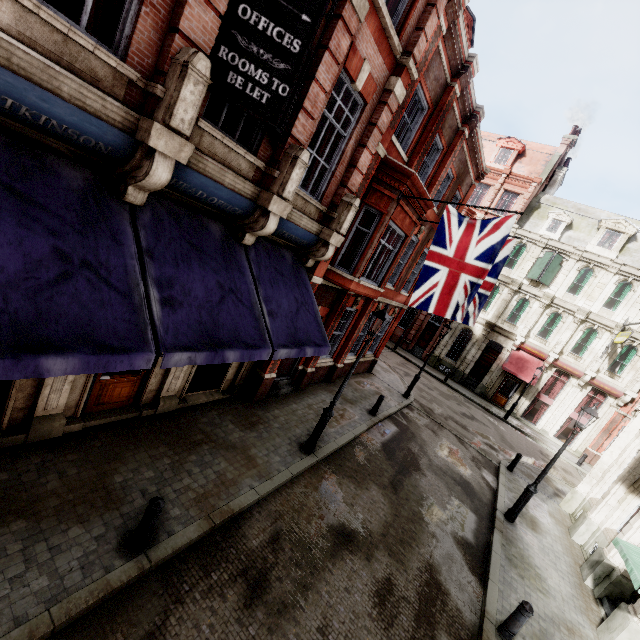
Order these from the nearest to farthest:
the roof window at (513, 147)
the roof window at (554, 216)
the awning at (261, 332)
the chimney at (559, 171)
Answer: the awning at (261, 332)
the roof window at (554, 216)
the chimney at (559, 171)
the roof window at (513, 147)

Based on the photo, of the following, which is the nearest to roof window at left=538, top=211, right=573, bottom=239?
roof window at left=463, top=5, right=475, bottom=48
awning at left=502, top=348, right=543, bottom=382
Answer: awning at left=502, top=348, right=543, bottom=382

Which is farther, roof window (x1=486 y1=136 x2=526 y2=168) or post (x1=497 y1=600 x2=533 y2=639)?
roof window (x1=486 y1=136 x2=526 y2=168)

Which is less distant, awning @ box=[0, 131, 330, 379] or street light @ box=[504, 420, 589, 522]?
awning @ box=[0, 131, 330, 379]

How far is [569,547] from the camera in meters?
11.2

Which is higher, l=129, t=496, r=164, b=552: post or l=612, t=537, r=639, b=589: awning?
l=612, t=537, r=639, b=589: awning

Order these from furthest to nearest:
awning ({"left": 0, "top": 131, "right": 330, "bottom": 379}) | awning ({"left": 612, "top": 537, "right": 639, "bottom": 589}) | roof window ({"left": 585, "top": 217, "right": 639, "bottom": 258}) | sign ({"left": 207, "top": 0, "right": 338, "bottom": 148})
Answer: roof window ({"left": 585, "top": 217, "right": 639, "bottom": 258}) < awning ({"left": 612, "top": 537, "right": 639, "bottom": 589}) < sign ({"left": 207, "top": 0, "right": 338, "bottom": 148}) < awning ({"left": 0, "top": 131, "right": 330, "bottom": 379})

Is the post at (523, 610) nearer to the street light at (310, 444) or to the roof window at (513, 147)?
the street light at (310, 444)
